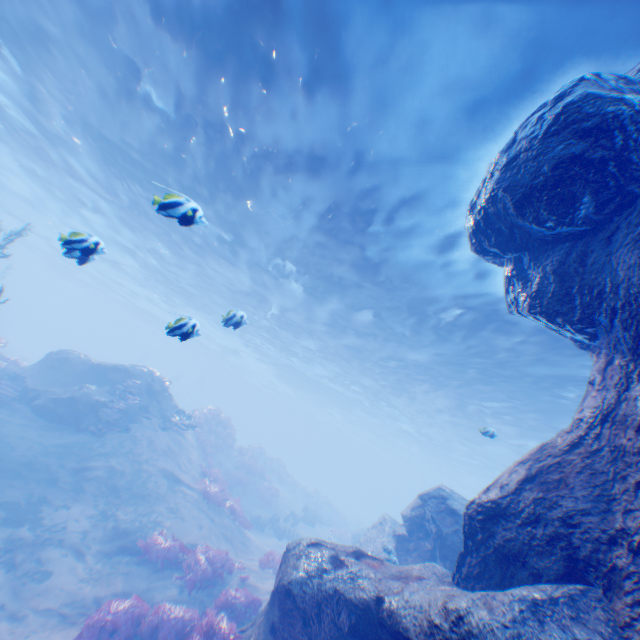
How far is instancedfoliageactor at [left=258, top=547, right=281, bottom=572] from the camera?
12.7m

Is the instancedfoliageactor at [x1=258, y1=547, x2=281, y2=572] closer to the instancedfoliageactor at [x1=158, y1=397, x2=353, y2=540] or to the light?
the light

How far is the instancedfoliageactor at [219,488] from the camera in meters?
15.8

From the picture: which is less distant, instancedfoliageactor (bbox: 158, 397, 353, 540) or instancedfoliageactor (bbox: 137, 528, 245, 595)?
instancedfoliageactor (bbox: 137, 528, 245, 595)

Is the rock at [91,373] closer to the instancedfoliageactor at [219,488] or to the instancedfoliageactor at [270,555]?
the instancedfoliageactor at [270,555]

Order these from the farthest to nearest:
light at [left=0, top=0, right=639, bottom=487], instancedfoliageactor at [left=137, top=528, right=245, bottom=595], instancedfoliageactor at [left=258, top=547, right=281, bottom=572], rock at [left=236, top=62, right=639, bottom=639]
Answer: instancedfoliageactor at [left=258, top=547, right=281, bottom=572]
instancedfoliageactor at [left=137, top=528, right=245, bottom=595]
light at [left=0, top=0, right=639, bottom=487]
rock at [left=236, top=62, right=639, bottom=639]

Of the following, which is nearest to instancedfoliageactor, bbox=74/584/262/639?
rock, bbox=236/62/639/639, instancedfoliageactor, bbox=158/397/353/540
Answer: rock, bbox=236/62/639/639

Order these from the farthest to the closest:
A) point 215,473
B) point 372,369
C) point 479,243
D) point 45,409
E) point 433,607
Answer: point 372,369 → point 215,473 → point 45,409 → point 479,243 → point 433,607
